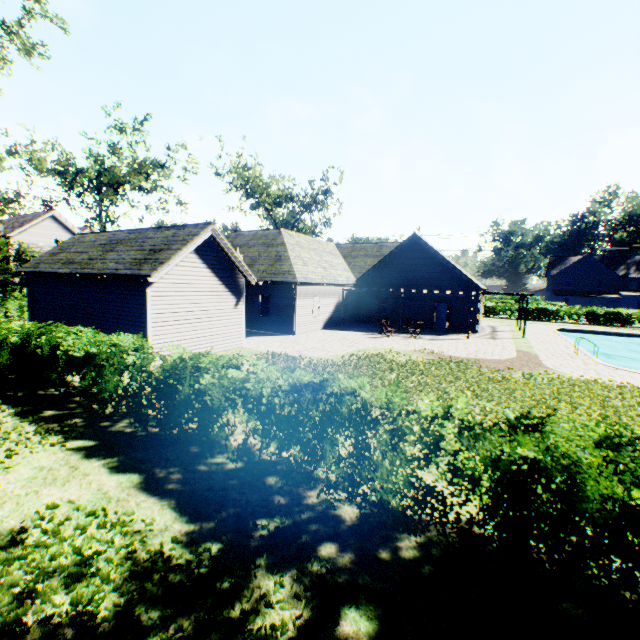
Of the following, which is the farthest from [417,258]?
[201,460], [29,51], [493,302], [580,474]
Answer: [29,51]

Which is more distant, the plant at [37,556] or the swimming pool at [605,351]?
the swimming pool at [605,351]

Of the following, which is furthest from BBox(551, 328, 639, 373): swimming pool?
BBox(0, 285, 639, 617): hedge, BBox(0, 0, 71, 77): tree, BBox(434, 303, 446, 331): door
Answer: BBox(0, 285, 639, 617): hedge

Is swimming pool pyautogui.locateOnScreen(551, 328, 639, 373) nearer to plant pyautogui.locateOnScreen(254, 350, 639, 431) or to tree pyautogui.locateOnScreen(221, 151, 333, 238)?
plant pyautogui.locateOnScreen(254, 350, 639, 431)

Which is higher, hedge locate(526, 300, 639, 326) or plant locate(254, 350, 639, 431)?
hedge locate(526, 300, 639, 326)

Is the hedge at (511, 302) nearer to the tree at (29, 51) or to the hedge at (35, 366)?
the tree at (29, 51)

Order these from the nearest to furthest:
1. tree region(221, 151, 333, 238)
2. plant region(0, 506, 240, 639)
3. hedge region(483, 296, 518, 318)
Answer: plant region(0, 506, 240, 639) → hedge region(483, 296, 518, 318) → tree region(221, 151, 333, 238)

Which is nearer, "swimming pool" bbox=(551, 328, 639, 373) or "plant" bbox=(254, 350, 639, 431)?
"plant" bbox=(254, 350, 639, 431)
